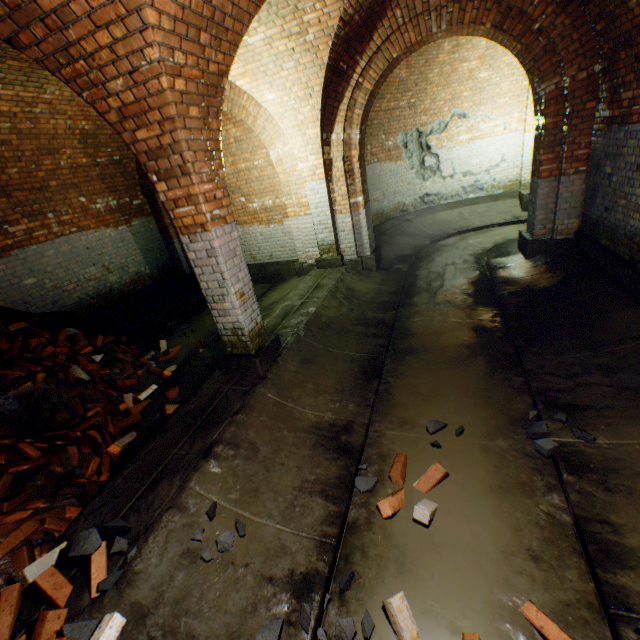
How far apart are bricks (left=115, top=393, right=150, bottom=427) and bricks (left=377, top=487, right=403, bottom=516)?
3.5m

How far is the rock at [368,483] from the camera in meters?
2.9 m

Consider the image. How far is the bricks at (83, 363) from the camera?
4.7 meters

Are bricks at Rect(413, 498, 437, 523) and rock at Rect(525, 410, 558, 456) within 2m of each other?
yes

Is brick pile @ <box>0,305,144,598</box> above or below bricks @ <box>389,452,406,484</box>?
above

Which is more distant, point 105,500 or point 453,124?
point 453,124

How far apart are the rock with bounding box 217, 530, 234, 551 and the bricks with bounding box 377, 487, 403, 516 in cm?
112

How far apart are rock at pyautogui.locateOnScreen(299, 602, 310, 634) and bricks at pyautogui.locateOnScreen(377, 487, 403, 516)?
1.04m
